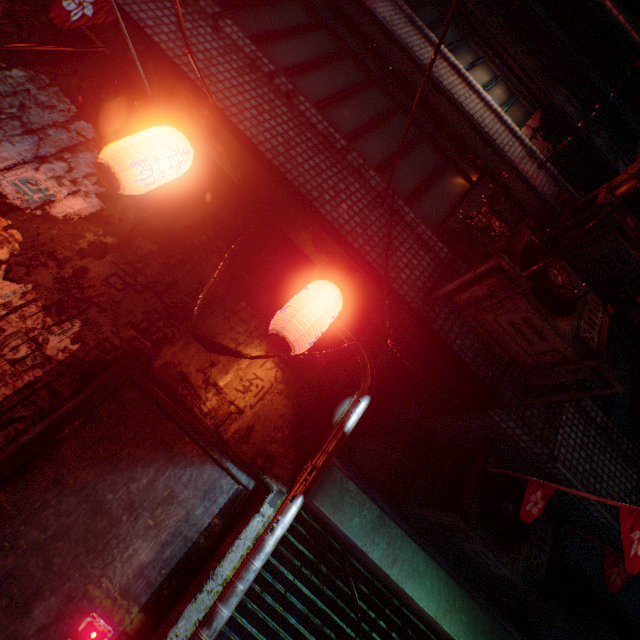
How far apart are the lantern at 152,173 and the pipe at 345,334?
0.99m

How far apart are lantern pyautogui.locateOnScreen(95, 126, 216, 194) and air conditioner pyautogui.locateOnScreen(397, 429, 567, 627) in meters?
2.8

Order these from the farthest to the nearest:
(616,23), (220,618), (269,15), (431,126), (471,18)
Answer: (616,23)
(471,18)
(431,126)
(269,15)
(220,618)

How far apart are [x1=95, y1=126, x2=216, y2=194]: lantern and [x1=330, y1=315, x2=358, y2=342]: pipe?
0.99m

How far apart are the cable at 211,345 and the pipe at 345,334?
0.08m

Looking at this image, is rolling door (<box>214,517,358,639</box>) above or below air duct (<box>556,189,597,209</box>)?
below

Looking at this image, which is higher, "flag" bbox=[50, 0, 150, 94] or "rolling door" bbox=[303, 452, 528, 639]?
"flag" bbox=[50, 0, 150, 94]

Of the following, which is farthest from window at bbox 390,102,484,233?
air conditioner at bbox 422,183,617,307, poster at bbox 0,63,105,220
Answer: poster at bbox 0,63,105,220
